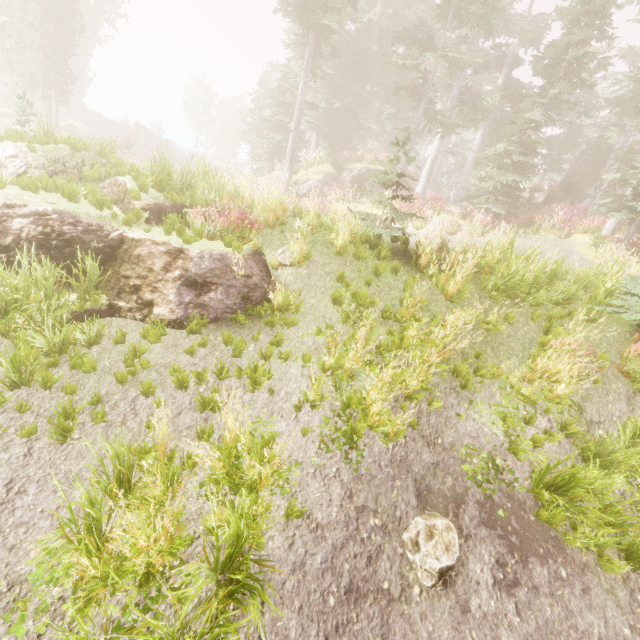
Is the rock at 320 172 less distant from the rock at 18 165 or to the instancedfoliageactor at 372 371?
the instancedfoliageactor at 372 371

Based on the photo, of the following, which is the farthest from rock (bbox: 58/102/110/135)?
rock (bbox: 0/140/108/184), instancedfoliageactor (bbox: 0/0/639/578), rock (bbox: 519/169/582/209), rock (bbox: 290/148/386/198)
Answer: rock (bbox: 519/169/582/209)

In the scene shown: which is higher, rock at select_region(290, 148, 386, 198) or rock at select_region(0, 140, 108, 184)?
rock at select_region(290, 148, 386, 198)

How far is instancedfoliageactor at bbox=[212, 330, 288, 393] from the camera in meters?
5.3 m

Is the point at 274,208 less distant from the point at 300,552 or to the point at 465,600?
the point at 300,552

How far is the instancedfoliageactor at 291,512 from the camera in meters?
3.9

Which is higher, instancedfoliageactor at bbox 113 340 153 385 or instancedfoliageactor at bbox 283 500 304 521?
instancedfoliageactor at bbox 113 340 153 385

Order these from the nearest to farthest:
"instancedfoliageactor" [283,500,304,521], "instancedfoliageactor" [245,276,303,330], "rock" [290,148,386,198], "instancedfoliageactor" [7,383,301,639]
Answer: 1. "instancedfoliageactor" [7,383,301,639]
2. "instancedfoliageactor" [283,500,304,521]
3. "instancedfoliageactor" [245,276,303,330]
4. "rock" [290,148,386,198]
